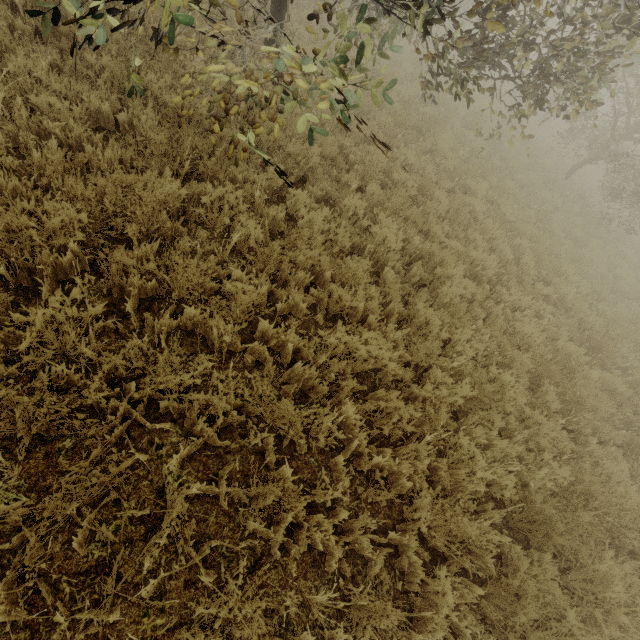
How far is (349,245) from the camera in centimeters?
451cm
